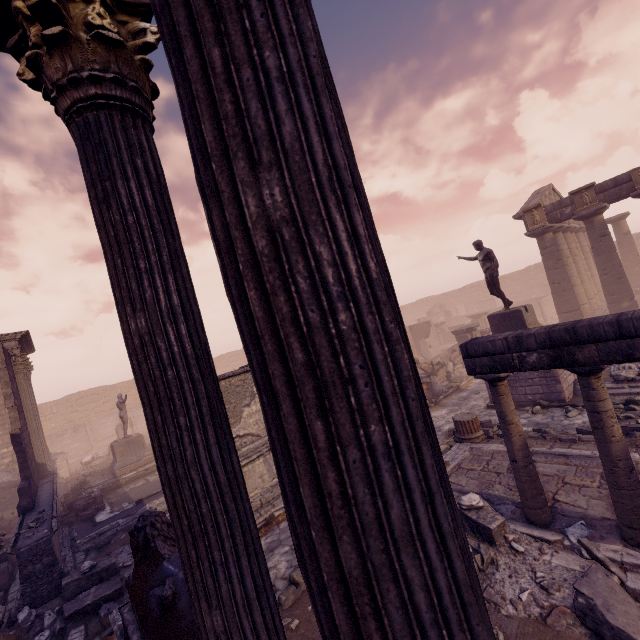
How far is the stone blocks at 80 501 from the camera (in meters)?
10.80

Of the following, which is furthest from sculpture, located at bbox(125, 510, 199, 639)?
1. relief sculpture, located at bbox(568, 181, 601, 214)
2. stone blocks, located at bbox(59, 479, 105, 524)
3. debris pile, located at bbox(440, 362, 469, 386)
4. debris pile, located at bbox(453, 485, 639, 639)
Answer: relief sculpture, located at bbox(568, 181, 601, 214)

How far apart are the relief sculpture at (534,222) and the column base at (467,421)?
13.2m

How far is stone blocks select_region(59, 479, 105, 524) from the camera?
10.80m

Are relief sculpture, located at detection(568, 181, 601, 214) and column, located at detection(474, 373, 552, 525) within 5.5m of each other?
no

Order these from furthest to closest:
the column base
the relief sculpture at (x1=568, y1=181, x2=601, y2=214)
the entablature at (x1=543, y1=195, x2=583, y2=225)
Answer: the entablature at (x1=543, y1=195, x2=583, y2=225) → the relief sculpture at (x1=568, y1=181, x2=601, y2=214) → the column base

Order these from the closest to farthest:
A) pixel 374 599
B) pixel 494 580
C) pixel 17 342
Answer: pixel 374 599 → pixel 494 580 → pixel 17 342

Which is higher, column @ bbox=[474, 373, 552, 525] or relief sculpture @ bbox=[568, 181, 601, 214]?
relief sculpture @ bbox=[568, 181, 601, 214]
